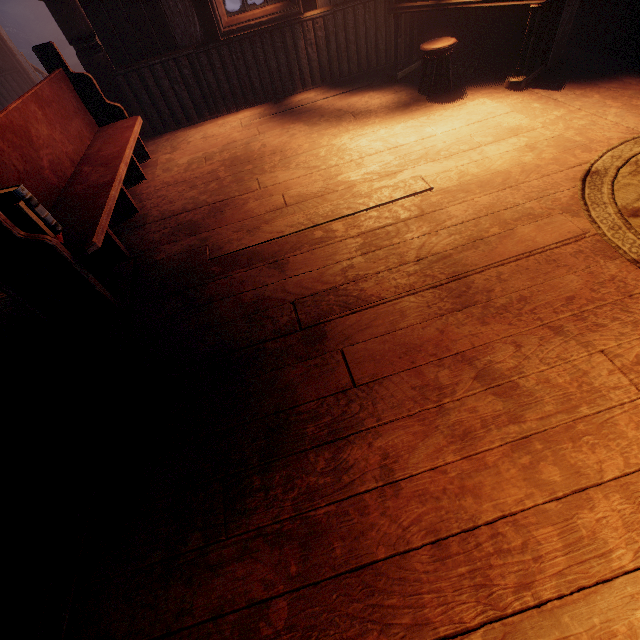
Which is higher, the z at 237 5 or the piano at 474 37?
the piano at 474 37

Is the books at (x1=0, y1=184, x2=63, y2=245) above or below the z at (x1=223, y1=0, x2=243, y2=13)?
above

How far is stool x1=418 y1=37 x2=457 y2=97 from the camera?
3.6m

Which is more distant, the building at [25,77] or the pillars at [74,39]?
the building at [25,77]

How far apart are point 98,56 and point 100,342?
4.4 meters

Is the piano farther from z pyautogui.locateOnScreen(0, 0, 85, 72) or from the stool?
z pyautogui.locateOnScreen(0, 0, 85, 72)

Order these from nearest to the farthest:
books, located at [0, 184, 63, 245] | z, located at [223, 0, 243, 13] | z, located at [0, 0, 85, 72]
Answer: books, located at [0, 184, 63, 245] → z, located at [223, 0, 243, 13] → z, located at [0, 0, 85, 72]

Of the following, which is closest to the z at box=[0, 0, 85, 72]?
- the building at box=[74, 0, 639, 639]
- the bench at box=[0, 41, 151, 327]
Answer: the building at box=[74, 0, 639, 639]
